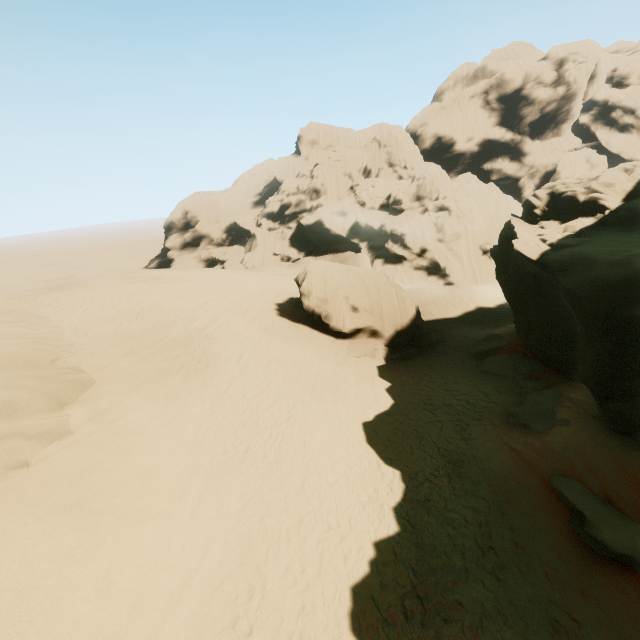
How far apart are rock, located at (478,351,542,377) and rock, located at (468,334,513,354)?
0.8m

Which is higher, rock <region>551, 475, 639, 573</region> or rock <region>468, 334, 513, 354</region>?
rock <region>551, 475, 639, 573</region>

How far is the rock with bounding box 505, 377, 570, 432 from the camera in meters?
12.7

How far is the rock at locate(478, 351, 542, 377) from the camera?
18.03m

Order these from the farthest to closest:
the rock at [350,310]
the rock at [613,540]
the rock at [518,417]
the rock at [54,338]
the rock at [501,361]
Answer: the rock at [501,361], the rock at [518,417], the rock at [350,310], the rock at [54,338], the rock at [613,540]

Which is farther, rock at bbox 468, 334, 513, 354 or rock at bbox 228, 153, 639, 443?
rock at bbox 468, 334, 513, 354

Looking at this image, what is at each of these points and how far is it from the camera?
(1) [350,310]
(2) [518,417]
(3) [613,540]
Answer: (1) rock, 22.6 meters
(2) rock, 13.9 meters
(3) rock, 8.2 meters

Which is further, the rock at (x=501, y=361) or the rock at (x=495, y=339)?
the rock at (x=495, y=339)
